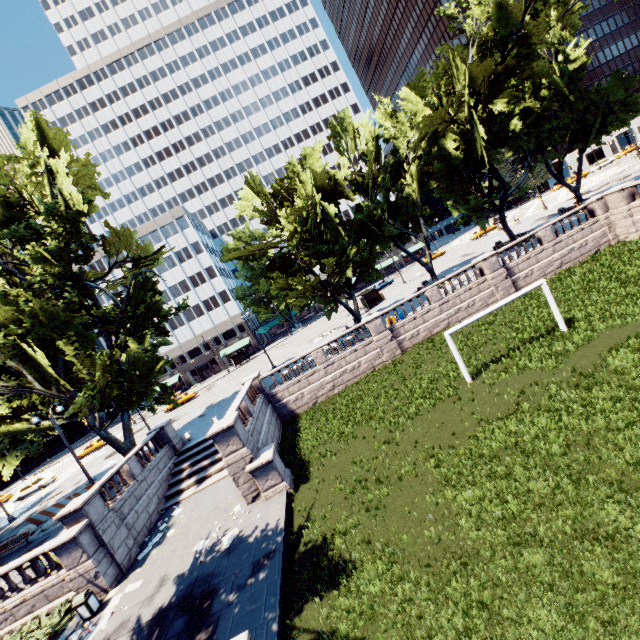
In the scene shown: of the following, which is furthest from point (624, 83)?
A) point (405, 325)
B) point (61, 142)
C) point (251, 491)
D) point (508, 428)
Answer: point (61, 142)

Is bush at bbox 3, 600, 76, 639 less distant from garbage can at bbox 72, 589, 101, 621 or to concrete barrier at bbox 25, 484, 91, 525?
garbage can at bbox 72, 589, 101, 621

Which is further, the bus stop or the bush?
the bus stop

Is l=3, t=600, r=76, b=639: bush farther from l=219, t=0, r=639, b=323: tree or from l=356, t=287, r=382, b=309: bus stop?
l=356, t=287, r=382, b=309: bus stop

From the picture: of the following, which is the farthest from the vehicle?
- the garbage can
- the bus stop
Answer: the bus stop

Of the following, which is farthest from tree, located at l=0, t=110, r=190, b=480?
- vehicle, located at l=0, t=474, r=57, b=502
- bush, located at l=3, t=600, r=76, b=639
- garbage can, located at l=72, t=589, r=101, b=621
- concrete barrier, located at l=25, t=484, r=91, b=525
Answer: vehicle, located at l=0, t=474, r=57, b=502

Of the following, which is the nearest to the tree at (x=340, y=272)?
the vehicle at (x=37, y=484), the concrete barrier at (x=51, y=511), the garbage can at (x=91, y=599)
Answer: the concrete barrier at (x=51, y=511)

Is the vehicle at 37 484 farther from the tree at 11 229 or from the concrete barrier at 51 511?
the concrete barrier at 51 511
